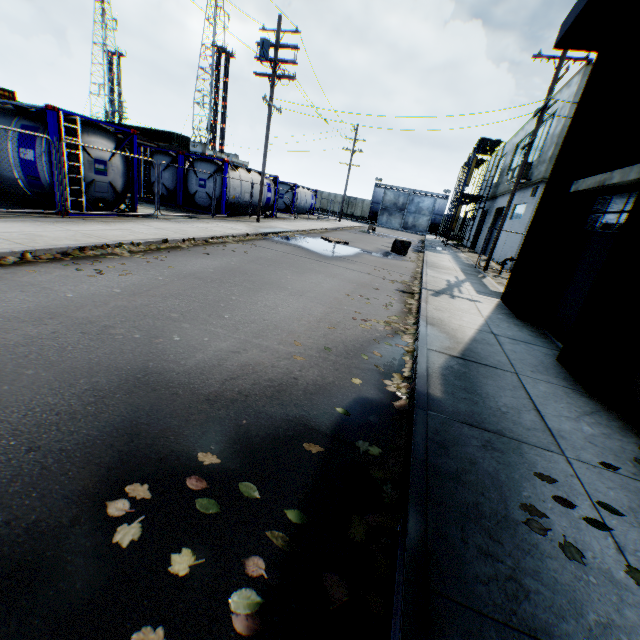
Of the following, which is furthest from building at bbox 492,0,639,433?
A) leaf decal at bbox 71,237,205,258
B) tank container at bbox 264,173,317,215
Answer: tank container at bbox 264,173,317,215

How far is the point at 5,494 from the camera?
2.05m

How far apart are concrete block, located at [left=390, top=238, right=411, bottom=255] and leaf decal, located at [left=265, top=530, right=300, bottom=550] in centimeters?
1776cm

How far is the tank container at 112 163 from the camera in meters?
10.1

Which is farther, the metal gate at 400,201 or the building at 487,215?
the metal gate at 400,201

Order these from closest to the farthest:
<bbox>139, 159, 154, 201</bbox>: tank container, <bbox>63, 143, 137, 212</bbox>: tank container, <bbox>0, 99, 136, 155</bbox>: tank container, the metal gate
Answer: <bbox>0, 99, 136, 155</bbox>: tank container → <bbox>63, 143, 137, 212</bbox>: tank container → <bbox>139, 159, 154, 201</bbox>: tank container → the metal gate

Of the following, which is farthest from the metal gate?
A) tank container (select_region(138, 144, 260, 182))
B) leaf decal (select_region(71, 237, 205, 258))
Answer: leaf decal (select_region(71, 237, 205, 258))

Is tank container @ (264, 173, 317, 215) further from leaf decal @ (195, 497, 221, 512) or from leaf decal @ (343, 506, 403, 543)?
leaf decal @ (195, 497, 221, 512)
